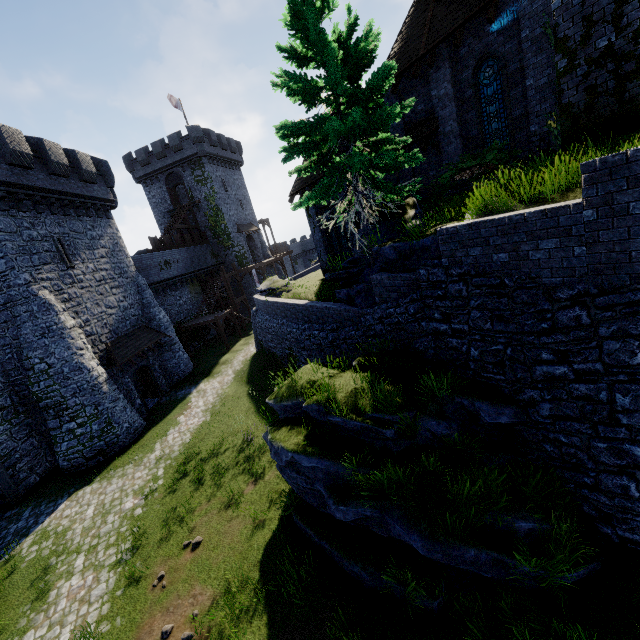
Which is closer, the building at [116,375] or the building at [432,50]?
the building at [432,50]

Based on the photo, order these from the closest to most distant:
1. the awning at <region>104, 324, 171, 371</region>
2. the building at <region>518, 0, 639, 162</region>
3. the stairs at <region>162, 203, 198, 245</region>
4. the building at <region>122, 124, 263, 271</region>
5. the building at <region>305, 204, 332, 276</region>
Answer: the building at <region>518, 0, 639, 162</region> → the awning at <region>104, 324, 171, 371</region> → the building at <region>305, 204, 332, 276</region> → the stairs at <region>162, 203, 198, 245</region> → the building at <region>122, 124, 263, 271</region>

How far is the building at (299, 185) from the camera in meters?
18.1

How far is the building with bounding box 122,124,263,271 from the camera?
38.4 meters

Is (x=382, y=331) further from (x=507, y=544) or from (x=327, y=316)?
(x=507, y=544)

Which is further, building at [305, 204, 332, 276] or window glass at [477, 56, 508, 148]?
building at [305, 204, 332, 276]

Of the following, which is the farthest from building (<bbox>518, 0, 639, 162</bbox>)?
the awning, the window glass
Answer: the awning

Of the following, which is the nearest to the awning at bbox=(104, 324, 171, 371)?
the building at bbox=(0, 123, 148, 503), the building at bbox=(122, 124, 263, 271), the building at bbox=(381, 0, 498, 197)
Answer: the building at bbox=(0, 123, 148, 503)
